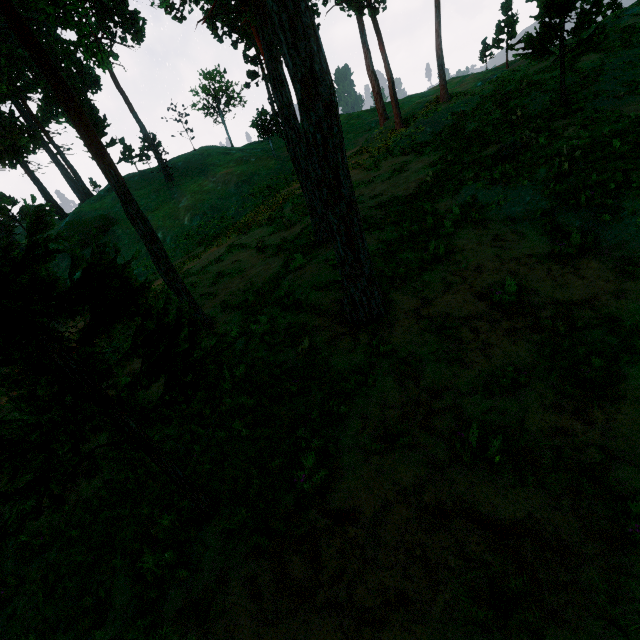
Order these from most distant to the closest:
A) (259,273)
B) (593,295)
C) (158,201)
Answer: (158,201), (259,273), (593,295)

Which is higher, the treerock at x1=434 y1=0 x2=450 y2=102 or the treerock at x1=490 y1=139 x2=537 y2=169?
the treerock at x1=434 y1=0 x2=450 y2=102

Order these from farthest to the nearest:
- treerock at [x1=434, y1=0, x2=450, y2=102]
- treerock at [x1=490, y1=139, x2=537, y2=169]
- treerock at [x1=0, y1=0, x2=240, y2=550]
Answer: treerock at [x1=434, y1=0, x2=450, y2=102] < treerock at [x1=490, y1=139, x2=537, y2=169] < treerock at [x1=0, y1=0, x2=240, y2=550]

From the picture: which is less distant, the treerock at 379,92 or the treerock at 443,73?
the treerock at 379,92

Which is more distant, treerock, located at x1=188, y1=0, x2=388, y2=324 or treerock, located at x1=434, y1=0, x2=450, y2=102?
treerock, located at x1=434, y1=0, x2=450, y2=102
